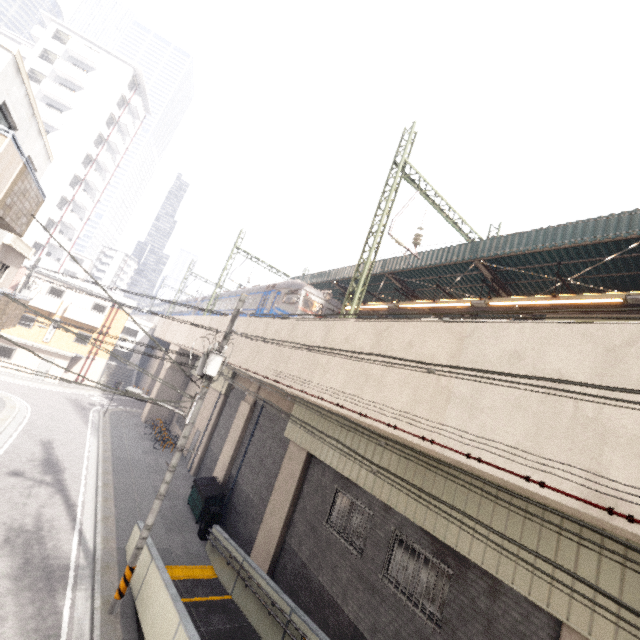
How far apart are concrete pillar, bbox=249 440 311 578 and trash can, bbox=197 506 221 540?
2.13m

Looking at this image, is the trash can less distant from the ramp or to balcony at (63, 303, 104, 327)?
the ramp

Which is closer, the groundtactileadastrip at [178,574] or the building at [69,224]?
the groundtactileadastrip at [178,574]

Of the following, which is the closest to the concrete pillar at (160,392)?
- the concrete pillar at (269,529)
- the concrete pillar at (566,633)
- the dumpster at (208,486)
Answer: the dumpster at (208,486)

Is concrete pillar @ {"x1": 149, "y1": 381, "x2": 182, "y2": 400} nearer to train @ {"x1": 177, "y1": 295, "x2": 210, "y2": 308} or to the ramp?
train @ {"x1": 177, "y1": 295, "x2": 210, "y2": 308}

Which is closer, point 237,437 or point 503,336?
point 503,336

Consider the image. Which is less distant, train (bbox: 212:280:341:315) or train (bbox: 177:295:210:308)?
train (bbox: 212:280:341:315)

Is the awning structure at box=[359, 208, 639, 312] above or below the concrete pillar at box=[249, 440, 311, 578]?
above
